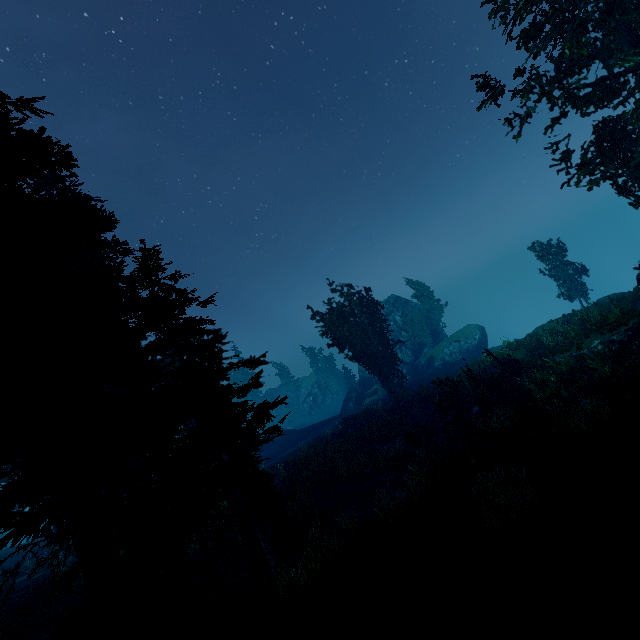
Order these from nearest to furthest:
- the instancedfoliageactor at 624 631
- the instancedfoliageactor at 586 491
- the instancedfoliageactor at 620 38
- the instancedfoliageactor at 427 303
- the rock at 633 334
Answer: the instancedfoliageactor at 624 631 → the instancedfoliageactor at 586 491 → the instancedfoliageactor at 620 38 → the rock at 633 334 → the instancedfoliageactor at 427 303

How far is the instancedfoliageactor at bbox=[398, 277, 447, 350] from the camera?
47.9m

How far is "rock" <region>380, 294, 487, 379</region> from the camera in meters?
44.2 m

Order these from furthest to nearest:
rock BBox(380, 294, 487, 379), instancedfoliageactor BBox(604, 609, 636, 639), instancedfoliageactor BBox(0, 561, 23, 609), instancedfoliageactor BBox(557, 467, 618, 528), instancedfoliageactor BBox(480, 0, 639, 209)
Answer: rock BBox(380, 294, 487, 379) → instancedfoliageactor BBox(480, 0, 639, 209) → instancedfoliageactor BBox(557, 467, 618, 528) → instancedfoliageactor BBox(604, 609, 636, 639) → instancedfoliageactor BBox(0, 561, 23, 609)

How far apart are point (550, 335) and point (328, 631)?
23.57m

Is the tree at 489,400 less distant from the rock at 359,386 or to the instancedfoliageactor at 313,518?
the instancedfoliageactor at 313,518

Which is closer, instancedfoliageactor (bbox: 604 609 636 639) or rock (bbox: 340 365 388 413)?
instancedfoliageactor (bbox: 604 609 636 639)

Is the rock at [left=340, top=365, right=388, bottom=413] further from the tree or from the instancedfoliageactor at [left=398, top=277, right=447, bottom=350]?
the tree
